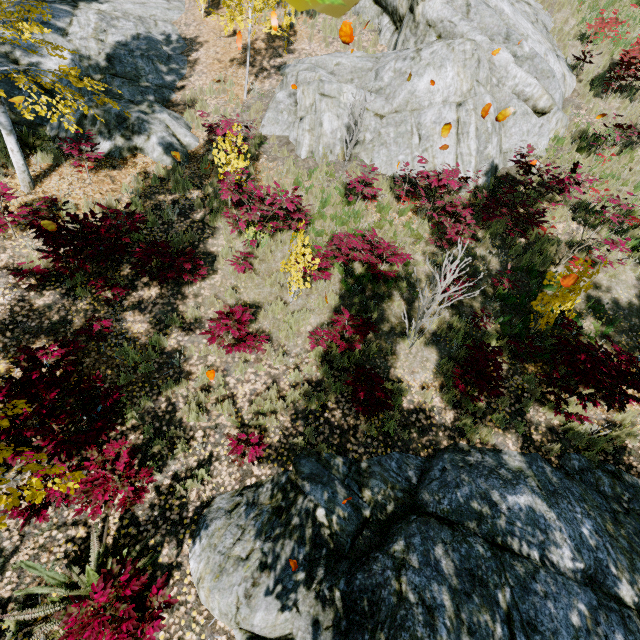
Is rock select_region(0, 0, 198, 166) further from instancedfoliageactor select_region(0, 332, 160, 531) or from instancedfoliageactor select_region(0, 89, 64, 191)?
instancedfoliageactor select_region(0, 89, 64, 191)

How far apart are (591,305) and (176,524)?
9.91m

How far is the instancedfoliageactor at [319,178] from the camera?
9.0 meters

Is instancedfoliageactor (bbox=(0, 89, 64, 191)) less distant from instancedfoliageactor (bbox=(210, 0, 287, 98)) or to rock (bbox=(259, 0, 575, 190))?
instancedfoliageactor (bbox=(210, 0, 287, 98))

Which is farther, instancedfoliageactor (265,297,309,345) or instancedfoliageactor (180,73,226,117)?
instancedfoliageactor (180,73,226,117)

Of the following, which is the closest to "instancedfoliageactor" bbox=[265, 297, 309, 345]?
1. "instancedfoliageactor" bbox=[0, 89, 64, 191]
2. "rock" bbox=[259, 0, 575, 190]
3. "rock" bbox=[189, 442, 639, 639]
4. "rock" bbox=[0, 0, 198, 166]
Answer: "rock" bbox=[189, 442, 639, 639]

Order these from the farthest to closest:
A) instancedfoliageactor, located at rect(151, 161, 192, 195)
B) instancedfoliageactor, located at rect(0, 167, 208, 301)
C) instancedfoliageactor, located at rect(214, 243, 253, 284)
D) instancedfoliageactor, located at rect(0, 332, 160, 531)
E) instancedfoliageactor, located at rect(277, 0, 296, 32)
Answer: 1. instancedfoliageactor, located at rect(277, 0, 296, 32)
2. instancedfoliageactor, located at rect(151, 161, 192, 195)
3. instancedfoliageactor, located at rect(214, 243, 253, 284)
4. instancedfoliageactor, located at rect(0, 167, 208, 301)
5. instancedfoliageactor, located at rect(0, 332, 160, 531)
